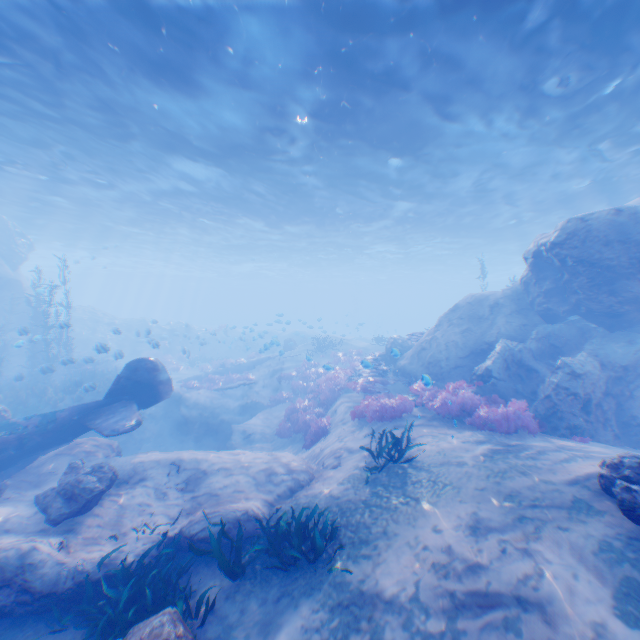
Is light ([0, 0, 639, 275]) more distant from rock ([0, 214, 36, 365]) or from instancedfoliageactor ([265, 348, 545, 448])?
instancedfoliageactor ([265, 348, 545, 448])

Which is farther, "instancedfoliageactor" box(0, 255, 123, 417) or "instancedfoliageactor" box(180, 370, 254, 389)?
"instancedfoliageactor" box(180, 370, 254, 389)

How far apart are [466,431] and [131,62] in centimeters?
1472cm

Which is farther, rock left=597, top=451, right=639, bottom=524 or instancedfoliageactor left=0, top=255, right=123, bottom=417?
instancedfoliageactor left=0, top=255, right=123, bottom=417

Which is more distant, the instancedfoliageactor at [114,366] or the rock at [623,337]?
the instancedfoliageactor at [114,366]

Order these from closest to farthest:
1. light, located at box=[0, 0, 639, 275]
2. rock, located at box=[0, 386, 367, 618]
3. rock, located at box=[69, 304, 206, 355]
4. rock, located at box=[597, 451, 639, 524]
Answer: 1. rock, located at box=[597, 451, 639, 524]
2. rock, located at box=[0, 386, 367, 618]
3. light, located at box=[0, 0, 639, 275]
4. rock, located at box=[69, 304, 206, 355]

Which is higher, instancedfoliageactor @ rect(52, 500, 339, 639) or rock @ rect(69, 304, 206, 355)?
rock @ rect(69, 304, 206, 355)

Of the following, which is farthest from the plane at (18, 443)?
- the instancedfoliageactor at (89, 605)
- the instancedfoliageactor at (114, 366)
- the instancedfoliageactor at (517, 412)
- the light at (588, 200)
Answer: the light at (588, 200)
